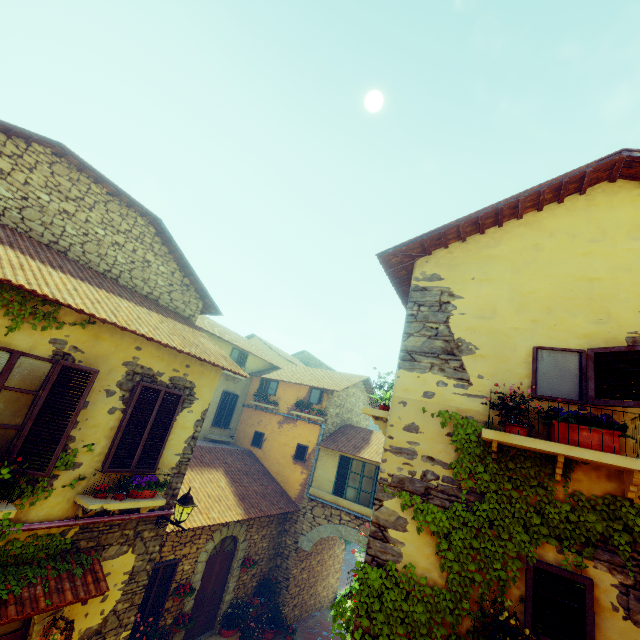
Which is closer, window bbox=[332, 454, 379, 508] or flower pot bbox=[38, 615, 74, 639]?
flower pot bbox=[38, 615, 74, 639]

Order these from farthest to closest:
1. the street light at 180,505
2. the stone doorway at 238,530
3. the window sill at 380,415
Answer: the stone doorway at 238,530 → the street light at 180,505 → the window sill at 380,415

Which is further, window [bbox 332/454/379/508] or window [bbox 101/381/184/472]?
window [bbox 332/454/379/508]

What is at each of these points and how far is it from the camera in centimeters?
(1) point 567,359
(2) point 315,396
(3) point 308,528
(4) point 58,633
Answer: (1) window, 414cm
(2) window, 1486cm
(3) stone doorway, 1276cm
(4) flower pot, 486cm

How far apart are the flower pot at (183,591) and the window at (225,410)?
6.41m

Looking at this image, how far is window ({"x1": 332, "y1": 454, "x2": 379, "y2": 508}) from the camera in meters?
12.2

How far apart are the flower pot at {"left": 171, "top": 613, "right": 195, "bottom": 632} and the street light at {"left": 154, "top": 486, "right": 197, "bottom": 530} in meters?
4.2

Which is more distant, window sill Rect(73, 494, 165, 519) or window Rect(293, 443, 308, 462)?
window Rect(293, 443, 308, 462)
